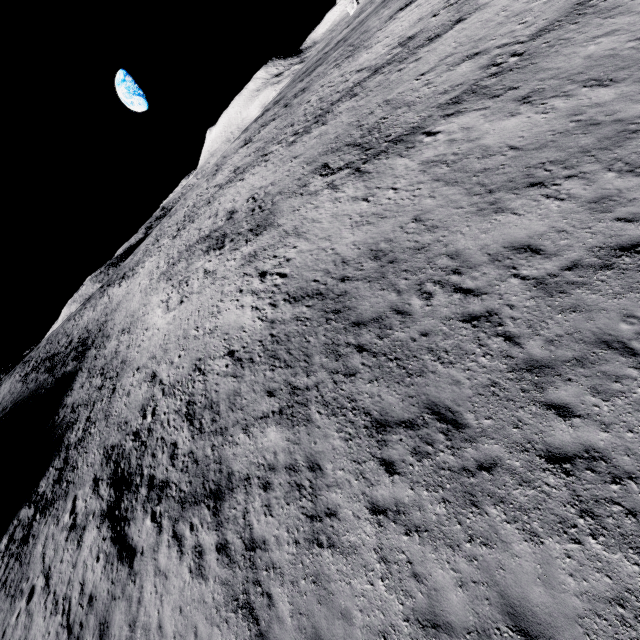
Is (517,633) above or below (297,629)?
below
